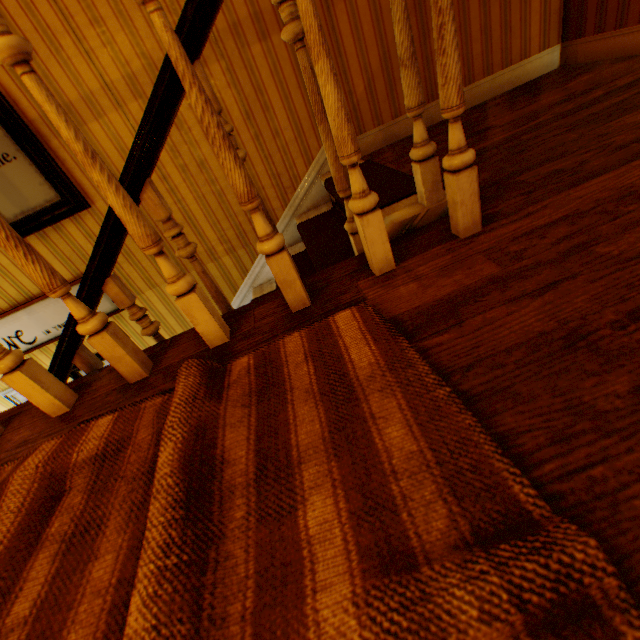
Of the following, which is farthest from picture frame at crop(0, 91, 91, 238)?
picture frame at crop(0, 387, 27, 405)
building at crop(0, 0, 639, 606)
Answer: picture frame at crop(0, 387, 27, 405)

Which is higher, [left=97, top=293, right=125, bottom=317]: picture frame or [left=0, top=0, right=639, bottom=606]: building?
[left=0, top=0, right=639, bottom=606]: building

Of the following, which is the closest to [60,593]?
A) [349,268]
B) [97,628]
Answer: [97,628]

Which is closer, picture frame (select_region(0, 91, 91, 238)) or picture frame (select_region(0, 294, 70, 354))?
picture frame (select_region(0, 91, 91, 238))

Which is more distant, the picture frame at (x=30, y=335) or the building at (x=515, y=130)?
the picture frame at (x=30, y=335)

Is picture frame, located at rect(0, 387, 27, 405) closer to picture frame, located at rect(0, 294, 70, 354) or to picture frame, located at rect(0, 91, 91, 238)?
picture frame, located at rect(0, 294, 70, 354)

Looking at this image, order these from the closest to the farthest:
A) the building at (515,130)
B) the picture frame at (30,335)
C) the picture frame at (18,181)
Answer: the building at (515,130) < the picture frame at (18,181) < the picture frame at (30,335)

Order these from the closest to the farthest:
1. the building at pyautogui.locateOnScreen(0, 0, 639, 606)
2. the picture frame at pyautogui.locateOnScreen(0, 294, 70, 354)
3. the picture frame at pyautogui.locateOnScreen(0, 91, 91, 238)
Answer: the building at pyautogui.locateOnScreen(0, 0, 639, 606) → the picture frame at pyautogui.locateOnScreen(0, 91, 91, 238) → the picture frame at pyautogui.locateOnScreen(0, 294, 70, 354)
